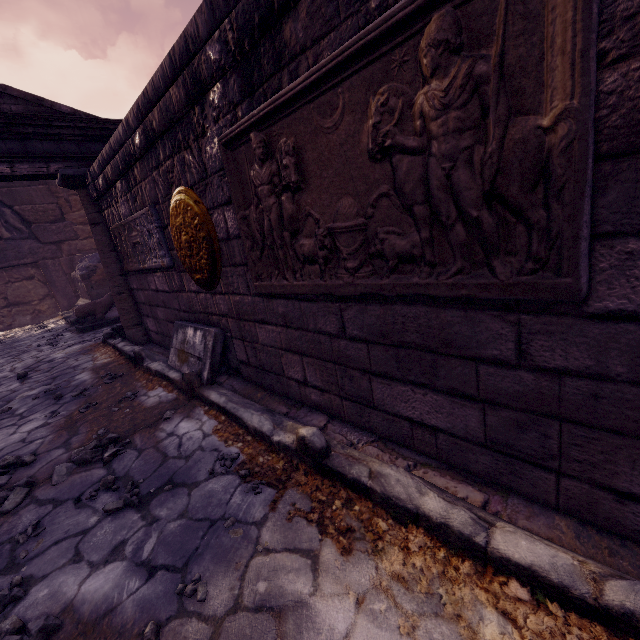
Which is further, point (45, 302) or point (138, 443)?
point (45, 302)

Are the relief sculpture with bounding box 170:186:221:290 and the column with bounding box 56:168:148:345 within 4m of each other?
yes

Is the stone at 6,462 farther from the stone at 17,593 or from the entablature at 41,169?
the entablature at 41,169

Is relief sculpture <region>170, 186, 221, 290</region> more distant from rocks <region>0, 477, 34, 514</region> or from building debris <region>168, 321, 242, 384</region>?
rocks <region>0, 477, 34, 514</region>

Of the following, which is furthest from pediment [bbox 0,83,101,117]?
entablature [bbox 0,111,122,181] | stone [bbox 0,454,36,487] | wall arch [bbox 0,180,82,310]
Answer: wall arch [bbox 0,180,82,310]

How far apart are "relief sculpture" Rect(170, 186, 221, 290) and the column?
2.5 meters

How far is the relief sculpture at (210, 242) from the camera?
2.7m

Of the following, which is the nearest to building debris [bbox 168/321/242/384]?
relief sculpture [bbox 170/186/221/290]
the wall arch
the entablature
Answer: relief sculpture [bbox 170/186/221/290]
